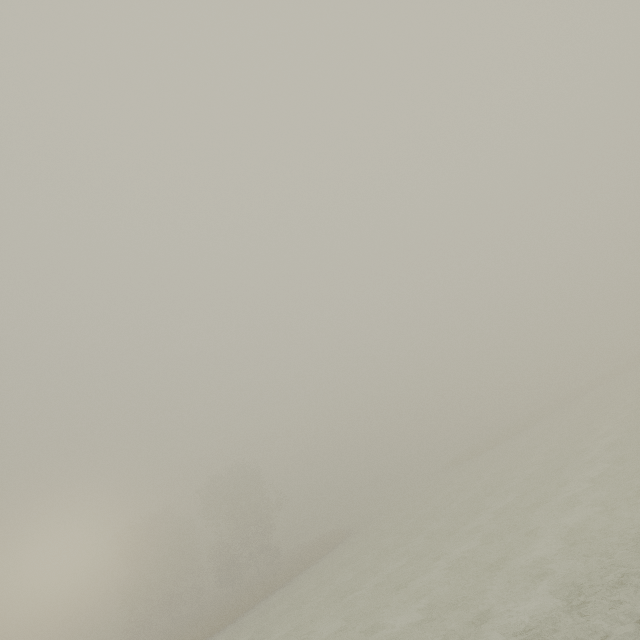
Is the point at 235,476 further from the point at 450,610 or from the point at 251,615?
the point at 450,610
